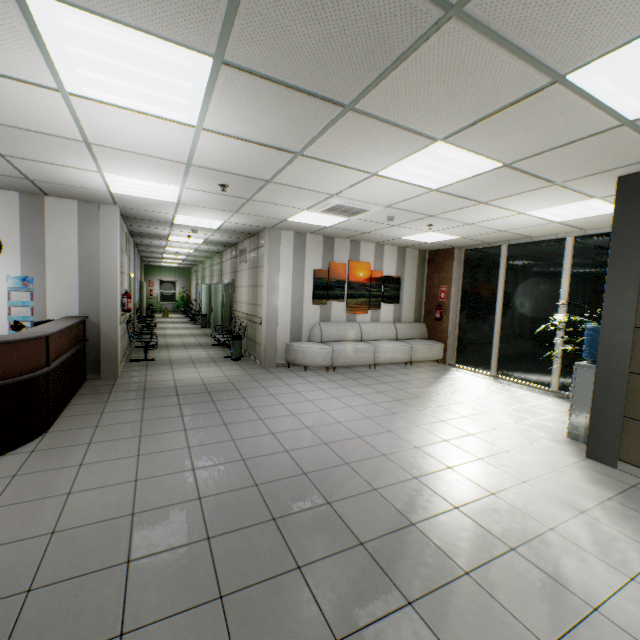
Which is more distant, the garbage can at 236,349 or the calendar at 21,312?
the garbage can at 236,349

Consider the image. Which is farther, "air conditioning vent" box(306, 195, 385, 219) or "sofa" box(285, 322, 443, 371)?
"sofa" box(285, 322, 443, 371)

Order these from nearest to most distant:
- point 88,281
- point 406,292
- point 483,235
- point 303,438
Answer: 1. point 303,438
2. point 88,281
3. point 483,235
4. point 406,292

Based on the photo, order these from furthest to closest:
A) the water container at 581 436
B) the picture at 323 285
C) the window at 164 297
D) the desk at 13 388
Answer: the window at 164 297 → the picture at 323 285 → the water container at 581 436 → the desk at 13 388

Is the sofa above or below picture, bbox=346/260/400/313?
below

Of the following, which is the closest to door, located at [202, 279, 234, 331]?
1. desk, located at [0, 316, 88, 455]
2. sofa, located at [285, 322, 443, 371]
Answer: sofa, located at [285, 322, 443, 371]

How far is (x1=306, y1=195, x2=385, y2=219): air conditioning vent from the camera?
4.9m

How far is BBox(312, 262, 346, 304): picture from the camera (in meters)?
8.02
